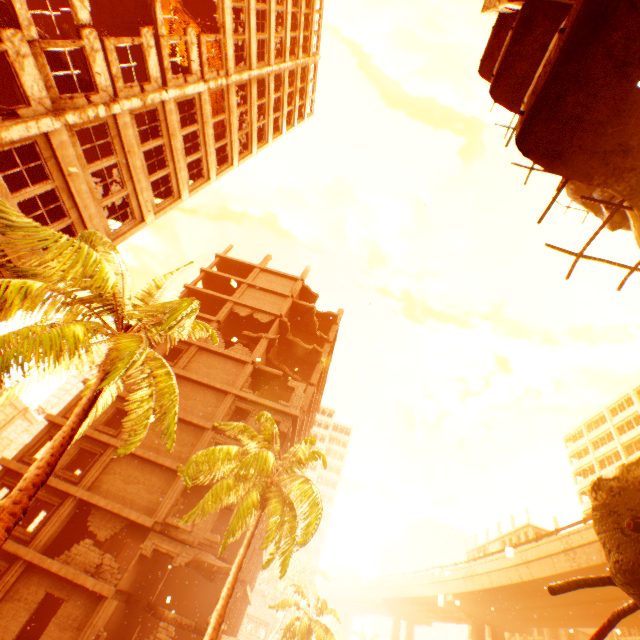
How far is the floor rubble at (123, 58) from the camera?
16.8 meters

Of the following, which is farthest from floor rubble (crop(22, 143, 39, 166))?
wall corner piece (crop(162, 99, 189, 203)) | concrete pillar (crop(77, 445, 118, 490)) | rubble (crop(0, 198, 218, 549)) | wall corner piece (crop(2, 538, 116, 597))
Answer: wall corner piece (crop(2, 538, 116, 597))

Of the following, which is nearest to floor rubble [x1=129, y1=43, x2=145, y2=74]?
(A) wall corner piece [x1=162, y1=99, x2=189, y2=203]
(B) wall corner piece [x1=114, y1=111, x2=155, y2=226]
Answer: (B) wall corner piece [x1=114, y1=111, x2=155, y2=226]

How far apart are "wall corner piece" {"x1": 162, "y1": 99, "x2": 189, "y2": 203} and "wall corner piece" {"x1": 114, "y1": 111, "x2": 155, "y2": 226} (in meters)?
2.17

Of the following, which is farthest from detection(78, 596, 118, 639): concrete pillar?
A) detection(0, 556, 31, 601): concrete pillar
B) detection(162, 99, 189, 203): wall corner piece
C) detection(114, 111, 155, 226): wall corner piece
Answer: detection(162, 99, 189, 203): wall corner piece

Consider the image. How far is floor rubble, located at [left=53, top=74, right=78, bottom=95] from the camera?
12.0 meters

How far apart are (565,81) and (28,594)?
25.8 meters

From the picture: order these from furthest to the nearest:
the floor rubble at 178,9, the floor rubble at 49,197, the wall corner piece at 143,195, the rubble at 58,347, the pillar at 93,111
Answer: the floor rubble at 178,9
the wall corner piece at 143,195
the floor rubble at 49,197
the pillar at 93,111
the rubble at 58,347
